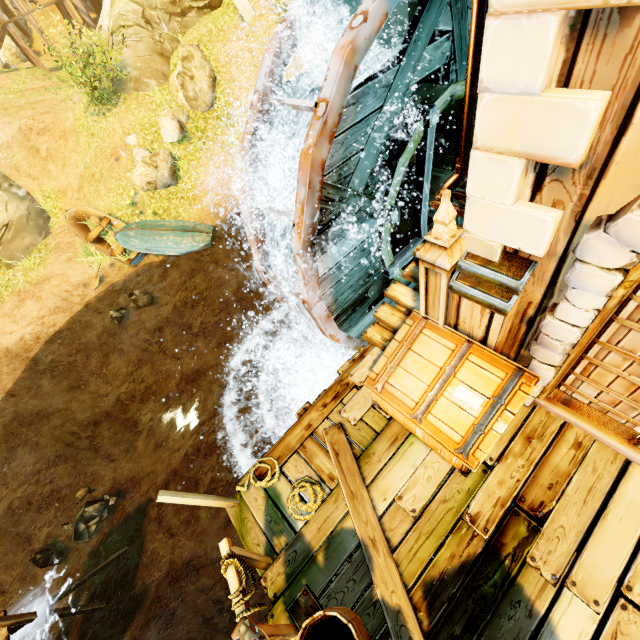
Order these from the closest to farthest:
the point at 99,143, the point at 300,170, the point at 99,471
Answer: the point at 300,170 < the point at 99,471 < the point at 99,143

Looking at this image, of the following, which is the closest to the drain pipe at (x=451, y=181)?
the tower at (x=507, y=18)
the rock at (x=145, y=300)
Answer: the tower at (x=507, y=18)

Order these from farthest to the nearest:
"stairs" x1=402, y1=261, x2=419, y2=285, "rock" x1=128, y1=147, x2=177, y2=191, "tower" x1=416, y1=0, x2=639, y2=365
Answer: "rock" x1=128, y1=147, x2=177, y2=191 < "stairs" x1=402, y1=261, x2=419, y2=285 < "tower" x1=416, y1=0, x2=639, y2=365

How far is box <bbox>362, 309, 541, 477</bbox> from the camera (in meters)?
3.18

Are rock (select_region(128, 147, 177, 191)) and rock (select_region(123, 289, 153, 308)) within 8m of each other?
yes

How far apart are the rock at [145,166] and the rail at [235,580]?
13.8 meters

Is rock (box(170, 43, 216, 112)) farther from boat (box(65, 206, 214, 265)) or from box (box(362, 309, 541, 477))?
box (box(362, 309, 541, 477))

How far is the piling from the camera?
9.95m
